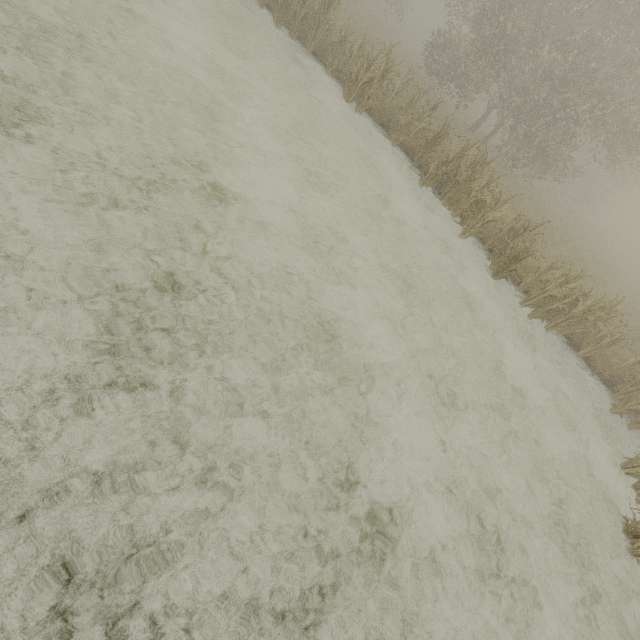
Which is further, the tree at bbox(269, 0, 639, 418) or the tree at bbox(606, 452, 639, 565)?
the tree at bbox(269, 0, 639, 418)

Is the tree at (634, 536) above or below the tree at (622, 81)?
below

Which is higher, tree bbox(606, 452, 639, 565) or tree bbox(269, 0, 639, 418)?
tree bbox(269, 0, 639, 418)

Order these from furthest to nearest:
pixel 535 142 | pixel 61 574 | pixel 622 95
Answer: pixel 622 95, pixel 535 142, pixel 61 574

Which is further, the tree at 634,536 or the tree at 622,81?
the tree at 622,81
